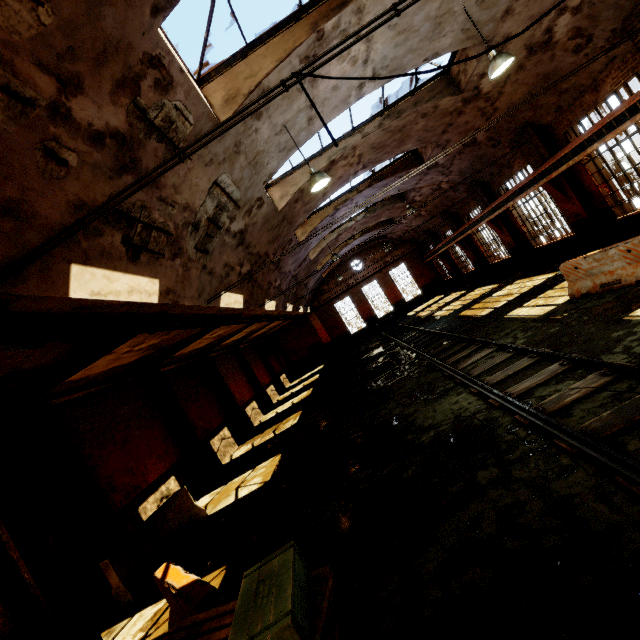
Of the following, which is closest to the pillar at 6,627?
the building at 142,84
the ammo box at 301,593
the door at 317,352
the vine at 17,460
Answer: the vine at 17,460

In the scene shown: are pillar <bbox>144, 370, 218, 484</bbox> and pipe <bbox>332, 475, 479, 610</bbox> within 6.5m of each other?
no

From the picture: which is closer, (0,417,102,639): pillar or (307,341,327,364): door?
(0,417,102,639): pillar

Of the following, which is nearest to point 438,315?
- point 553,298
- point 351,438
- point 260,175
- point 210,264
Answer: point 553,298

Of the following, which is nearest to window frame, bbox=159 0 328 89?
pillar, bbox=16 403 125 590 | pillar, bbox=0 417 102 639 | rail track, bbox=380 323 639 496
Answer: pillar, bbox=0 417 102 639

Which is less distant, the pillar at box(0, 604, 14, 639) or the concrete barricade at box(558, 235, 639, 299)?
the pillar at box(0, 604, 14, 639)

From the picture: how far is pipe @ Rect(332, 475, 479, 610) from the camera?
3.8 meters

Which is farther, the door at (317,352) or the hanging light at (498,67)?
the door at (317,352)
